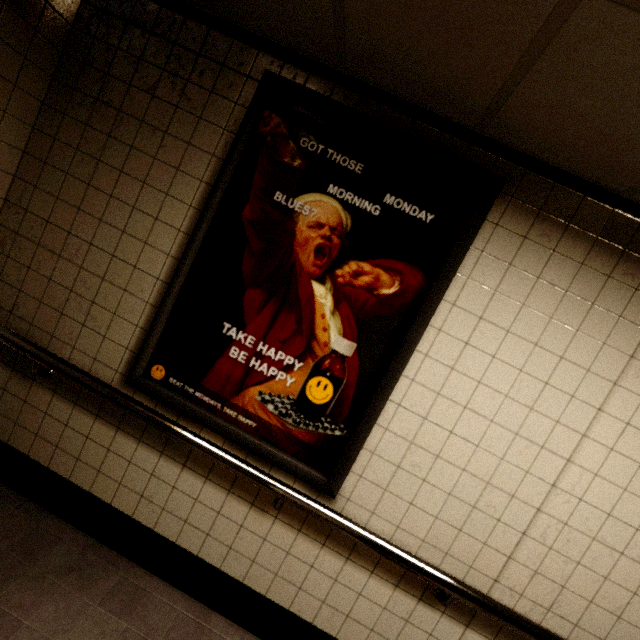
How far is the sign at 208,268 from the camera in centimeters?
156cm

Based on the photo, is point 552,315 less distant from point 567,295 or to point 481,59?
point 567,295

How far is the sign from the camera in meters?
1.6 m
